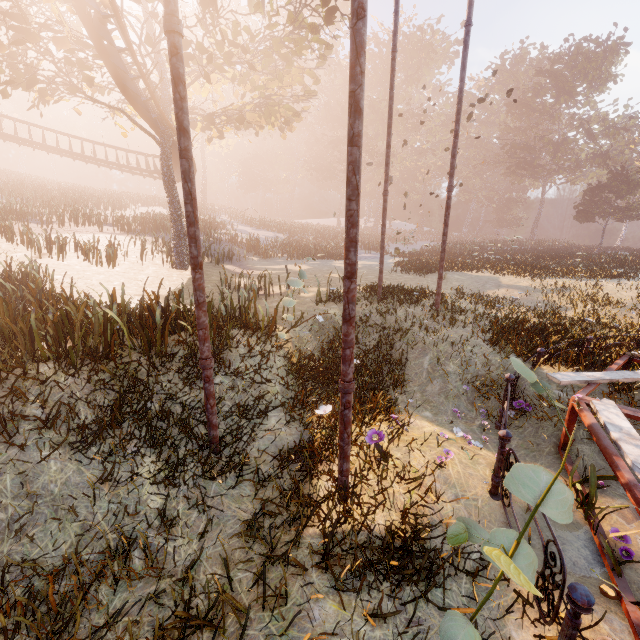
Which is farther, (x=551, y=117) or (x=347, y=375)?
(x=551, y=117)

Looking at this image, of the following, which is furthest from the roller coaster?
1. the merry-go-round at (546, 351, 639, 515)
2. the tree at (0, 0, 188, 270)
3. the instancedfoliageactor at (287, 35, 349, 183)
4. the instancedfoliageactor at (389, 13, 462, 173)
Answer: the instancedfoliageactor at (389, 13, 462, 173)

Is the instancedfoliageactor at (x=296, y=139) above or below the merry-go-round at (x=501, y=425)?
above

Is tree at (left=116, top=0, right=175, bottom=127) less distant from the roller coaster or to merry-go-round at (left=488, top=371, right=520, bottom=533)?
the roller coaster

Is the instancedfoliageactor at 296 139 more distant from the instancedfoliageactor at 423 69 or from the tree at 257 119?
the tree at 257 119

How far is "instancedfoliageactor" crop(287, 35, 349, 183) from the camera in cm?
4794

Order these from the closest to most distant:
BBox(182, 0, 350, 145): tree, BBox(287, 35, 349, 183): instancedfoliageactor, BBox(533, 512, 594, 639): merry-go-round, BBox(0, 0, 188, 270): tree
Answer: BBox(533, 512, 594, 639): merry-go-round → BBox(0, 0, 188, 270): tree → BBox(182, 0, 350, 145): tree → BBox(287, 35, 349, 183): instancedfoliageactor
